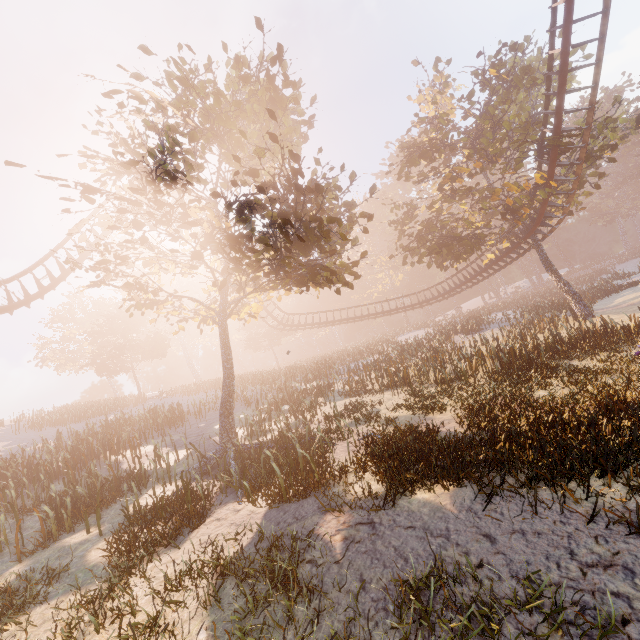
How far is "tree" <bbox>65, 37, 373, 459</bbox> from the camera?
9.6 meters

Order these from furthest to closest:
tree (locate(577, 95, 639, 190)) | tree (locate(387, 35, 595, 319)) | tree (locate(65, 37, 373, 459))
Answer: tree (locate(387, 35, 595, 319)) → tree (locate(577, 95, 639, 190)) → tree (locate(65, 37, 373, 459))

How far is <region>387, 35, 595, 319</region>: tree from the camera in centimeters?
1898cm

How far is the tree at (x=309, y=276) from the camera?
9.6 meters

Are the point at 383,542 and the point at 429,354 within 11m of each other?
no

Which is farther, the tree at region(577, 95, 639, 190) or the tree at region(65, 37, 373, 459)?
the tree at region(577, 95, 639, 190)

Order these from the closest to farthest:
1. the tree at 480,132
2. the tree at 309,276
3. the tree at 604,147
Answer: the tree at 309,276 → the tree at 604,147 → the tree at 480,132
